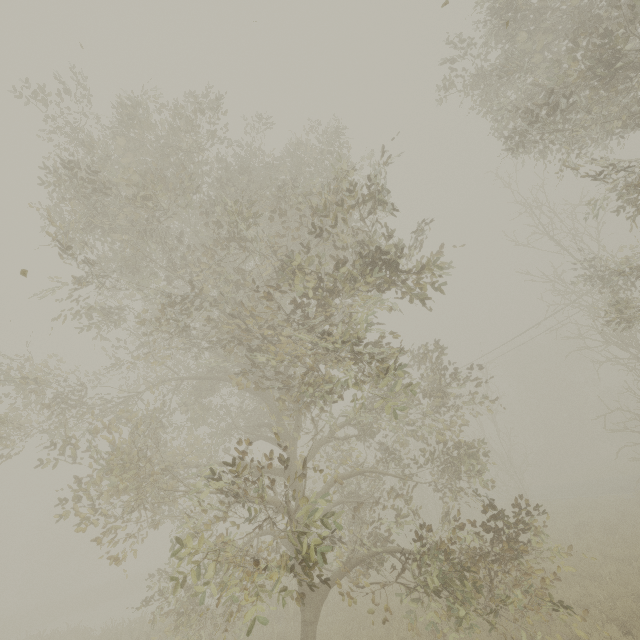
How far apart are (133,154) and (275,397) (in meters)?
10.66
